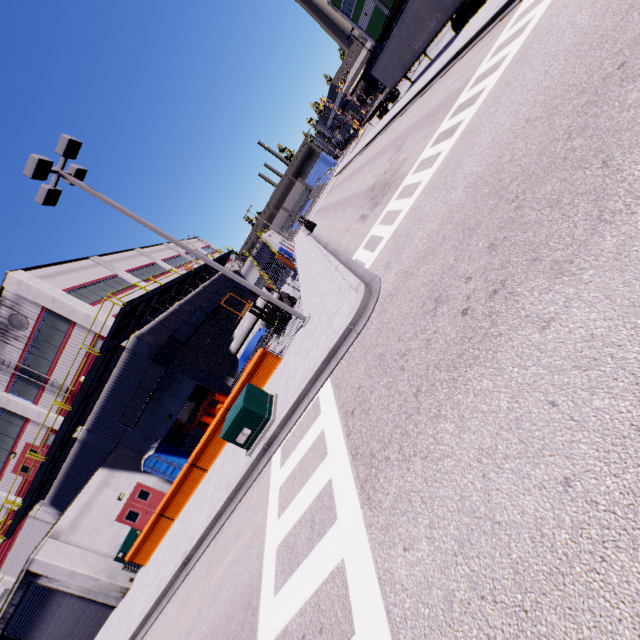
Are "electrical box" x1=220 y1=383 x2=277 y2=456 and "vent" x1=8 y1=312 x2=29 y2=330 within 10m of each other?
no

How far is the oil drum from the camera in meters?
21.8 m

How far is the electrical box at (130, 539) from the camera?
16.6 meters

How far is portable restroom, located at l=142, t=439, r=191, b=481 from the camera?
21.53m

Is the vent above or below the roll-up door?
above

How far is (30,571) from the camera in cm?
1565

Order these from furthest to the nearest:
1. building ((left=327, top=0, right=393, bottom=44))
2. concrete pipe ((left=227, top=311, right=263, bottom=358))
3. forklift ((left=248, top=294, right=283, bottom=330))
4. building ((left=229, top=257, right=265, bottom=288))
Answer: building ((left=327, top=0, right=393, bottom=44)) → building ((left=229, top=257, right=265, bottom=288)) → concrete pipe ((left=227, top=311, right=263, bottom=358)) → forklift ((left=248, top=294, right=283, bottom=330))

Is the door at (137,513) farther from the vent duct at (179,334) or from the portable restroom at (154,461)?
the vent duct at (179,334)
